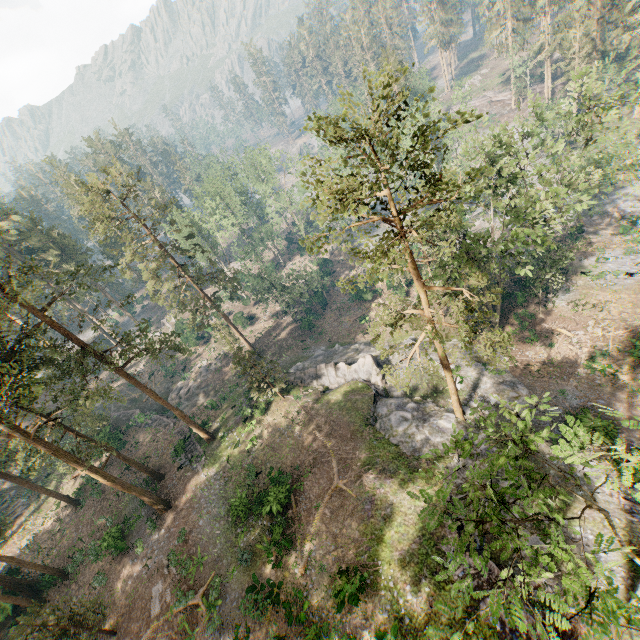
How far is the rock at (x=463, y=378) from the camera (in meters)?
27.12

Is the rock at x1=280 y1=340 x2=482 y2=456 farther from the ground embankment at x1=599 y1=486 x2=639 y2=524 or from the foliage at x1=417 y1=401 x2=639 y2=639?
the ground embankment at x1=599 y1=486 x2=639 y2=524

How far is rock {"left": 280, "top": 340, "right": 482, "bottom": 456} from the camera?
25.4m

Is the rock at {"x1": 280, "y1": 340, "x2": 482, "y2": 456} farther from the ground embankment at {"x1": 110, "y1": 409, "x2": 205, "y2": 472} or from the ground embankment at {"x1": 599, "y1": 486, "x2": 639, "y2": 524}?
the ground embankment at {"x1": 110, "y1": 409, "x2": 205, "y2": 472}

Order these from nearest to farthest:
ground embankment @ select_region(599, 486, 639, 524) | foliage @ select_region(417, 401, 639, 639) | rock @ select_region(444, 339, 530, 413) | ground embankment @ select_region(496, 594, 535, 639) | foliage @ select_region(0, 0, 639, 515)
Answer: foliage @ select_region(417, 401, 639, 639) → foliage @ select_region(0, 0, 639, 515) → ground embankment @ select_region(496, 594, 535, 639) → ground embankment @ select_region(599, 486, 639, 524) → rock @ select_region(444, 339, 530, 413)

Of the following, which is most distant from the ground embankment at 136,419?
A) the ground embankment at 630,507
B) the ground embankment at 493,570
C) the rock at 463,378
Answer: the ground embankment at 630,507

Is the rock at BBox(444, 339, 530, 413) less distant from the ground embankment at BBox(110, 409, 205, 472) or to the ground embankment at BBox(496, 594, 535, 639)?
the ground embankment at BBox(496, 594, 535, 639)

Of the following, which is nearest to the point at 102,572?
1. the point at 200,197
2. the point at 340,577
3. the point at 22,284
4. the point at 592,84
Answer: the point at 340,577
